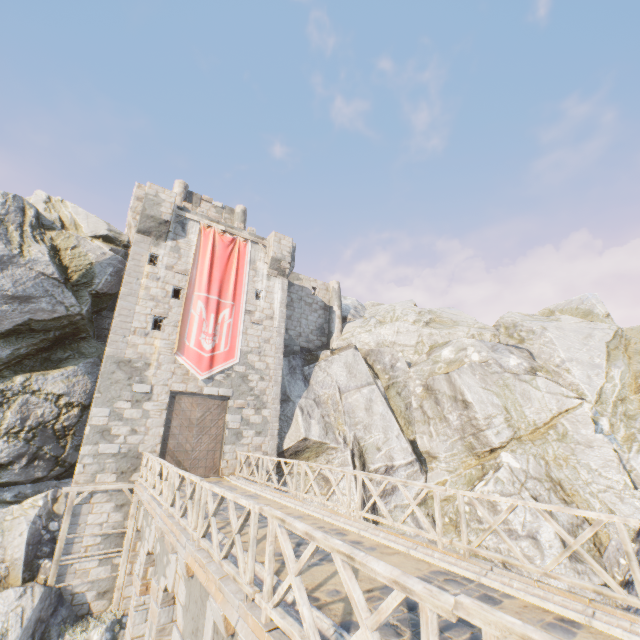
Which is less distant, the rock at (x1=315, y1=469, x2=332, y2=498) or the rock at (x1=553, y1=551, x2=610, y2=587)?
the rock at (x1=553, y1=551, x2=610, y2=587)

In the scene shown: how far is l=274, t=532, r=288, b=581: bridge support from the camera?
5.37m

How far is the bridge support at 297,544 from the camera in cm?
634

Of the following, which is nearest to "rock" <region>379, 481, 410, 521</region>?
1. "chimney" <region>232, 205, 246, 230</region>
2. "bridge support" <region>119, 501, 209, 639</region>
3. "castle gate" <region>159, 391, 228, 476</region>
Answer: "bridge support" <region>119, 501, 209, 639</region>

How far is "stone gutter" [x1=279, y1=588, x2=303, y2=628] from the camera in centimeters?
401cm

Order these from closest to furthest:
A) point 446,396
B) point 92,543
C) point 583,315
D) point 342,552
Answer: point 342,552, point 92,543, point 446,396, point 583,315

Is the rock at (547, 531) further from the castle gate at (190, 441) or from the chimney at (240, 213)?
the chimney at (240, 213)

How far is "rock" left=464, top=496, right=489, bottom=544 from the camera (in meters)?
15.89
